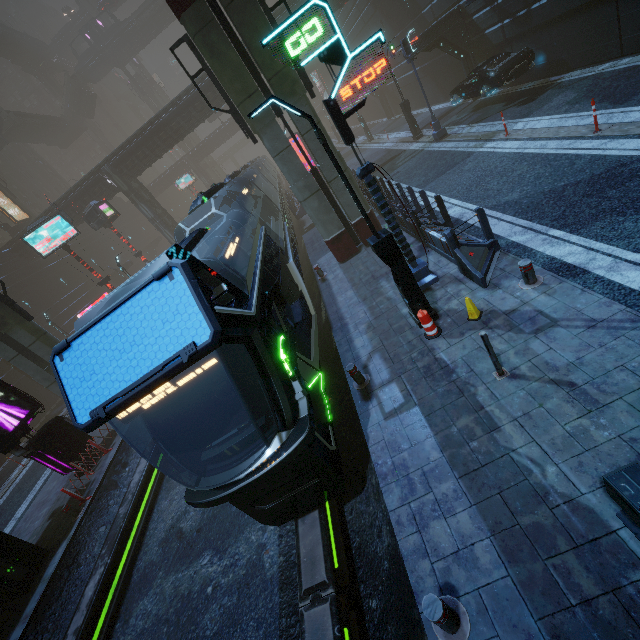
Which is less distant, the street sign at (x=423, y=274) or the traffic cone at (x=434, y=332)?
the street sign at (x=423, y=274)

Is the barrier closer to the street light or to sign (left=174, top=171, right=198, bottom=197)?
the street light

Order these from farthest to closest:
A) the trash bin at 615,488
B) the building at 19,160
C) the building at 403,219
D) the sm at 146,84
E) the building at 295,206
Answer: the sm at 146,84
the building at 19,160
the building at 295,206
the building at 403,219
the trash bin at 615,488

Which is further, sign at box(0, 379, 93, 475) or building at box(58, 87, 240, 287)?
building at box(58, 87, 240, 287)

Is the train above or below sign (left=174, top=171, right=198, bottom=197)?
below

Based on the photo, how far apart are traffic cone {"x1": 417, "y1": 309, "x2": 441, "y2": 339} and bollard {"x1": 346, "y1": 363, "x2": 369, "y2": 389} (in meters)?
1.64

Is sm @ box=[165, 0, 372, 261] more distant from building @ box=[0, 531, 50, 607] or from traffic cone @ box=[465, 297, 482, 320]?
traffic cone @ box=[465, 297, 482, 320]

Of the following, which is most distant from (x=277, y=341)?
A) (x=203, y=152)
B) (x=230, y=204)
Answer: (x=203, y=152)
